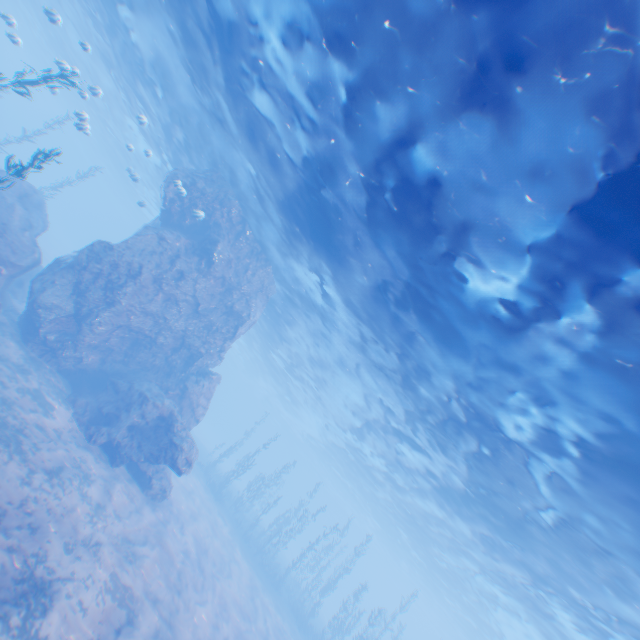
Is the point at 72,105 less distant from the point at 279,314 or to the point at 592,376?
the point at 279,314

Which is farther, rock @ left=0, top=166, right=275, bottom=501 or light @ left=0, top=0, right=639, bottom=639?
rock @ left=0, top=166, right=275, bottom=501

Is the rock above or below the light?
below

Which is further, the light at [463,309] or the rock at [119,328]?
the rock at [119,328]

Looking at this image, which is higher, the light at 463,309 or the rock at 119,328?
the light at 463,309
